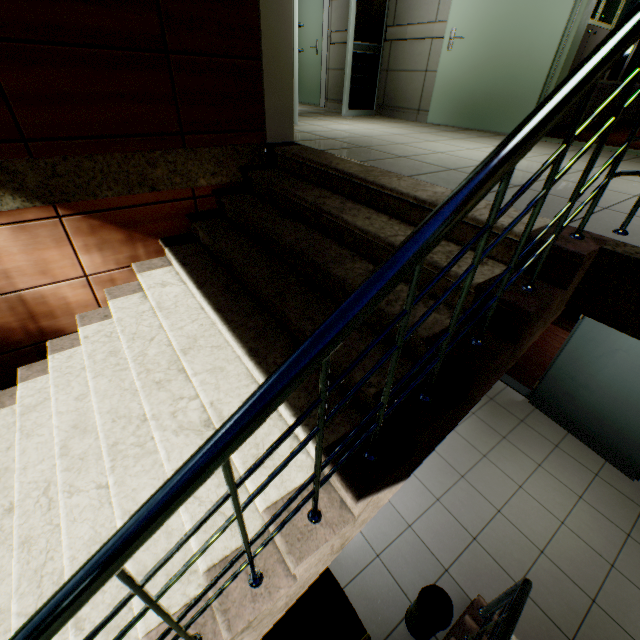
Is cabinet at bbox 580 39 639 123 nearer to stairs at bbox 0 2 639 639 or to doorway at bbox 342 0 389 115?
doorway at bbox 342 0 389 115

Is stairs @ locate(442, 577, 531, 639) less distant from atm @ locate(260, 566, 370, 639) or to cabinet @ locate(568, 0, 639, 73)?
atm @ locate(260, 566, 370, 639)

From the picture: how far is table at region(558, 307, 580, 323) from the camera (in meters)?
6.62

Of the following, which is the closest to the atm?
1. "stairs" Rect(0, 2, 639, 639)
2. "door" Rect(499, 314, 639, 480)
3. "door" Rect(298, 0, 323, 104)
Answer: "stairs" Rect(0, 2, 639, 639)

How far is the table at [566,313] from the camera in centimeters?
662cm

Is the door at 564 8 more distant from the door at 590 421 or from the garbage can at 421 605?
the garbage can at 421 605

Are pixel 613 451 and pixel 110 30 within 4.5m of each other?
no

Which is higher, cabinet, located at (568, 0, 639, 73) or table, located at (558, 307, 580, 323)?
cabinet, located at (568, 0, 639, 73)
